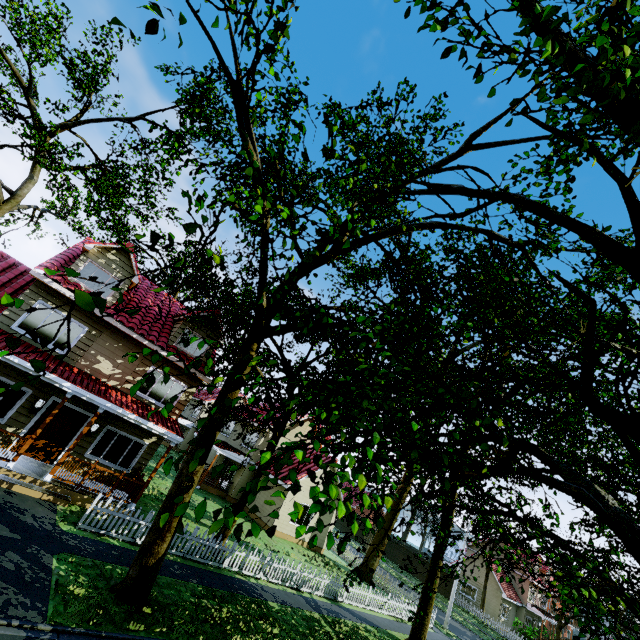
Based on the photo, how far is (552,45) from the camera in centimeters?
523cm

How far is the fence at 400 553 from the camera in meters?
42.8

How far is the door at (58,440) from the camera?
12.5 meters

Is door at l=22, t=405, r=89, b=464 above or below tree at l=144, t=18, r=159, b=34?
below

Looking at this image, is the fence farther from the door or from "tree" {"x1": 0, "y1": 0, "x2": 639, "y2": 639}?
the door

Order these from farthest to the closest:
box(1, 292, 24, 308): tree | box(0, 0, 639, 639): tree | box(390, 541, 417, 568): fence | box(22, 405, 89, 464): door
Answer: box(390, 541, 417, 568): fence
box(22, 405, 89, 464): door
box(0, 0, 639, 639): tree
box(1, 292, 24, 308): tree

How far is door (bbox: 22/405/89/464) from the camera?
12.5m

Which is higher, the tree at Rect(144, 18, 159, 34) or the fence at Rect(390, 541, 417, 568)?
the tree at Rect(144, 18, 159, 34)
